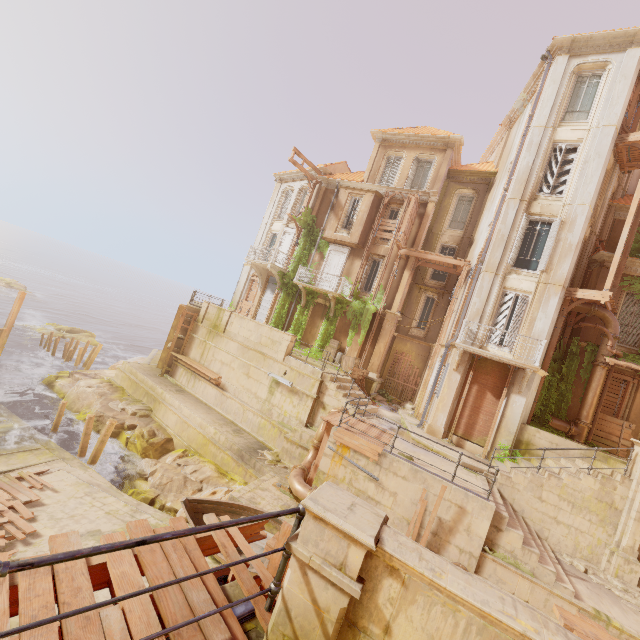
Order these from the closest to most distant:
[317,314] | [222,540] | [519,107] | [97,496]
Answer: [222,540]
[97,496]
[519,107]
[317,314]

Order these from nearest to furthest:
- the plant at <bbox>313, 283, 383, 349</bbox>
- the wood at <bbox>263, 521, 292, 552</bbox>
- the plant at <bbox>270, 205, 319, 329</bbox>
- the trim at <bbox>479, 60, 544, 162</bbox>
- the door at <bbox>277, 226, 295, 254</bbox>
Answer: the wood at <bbox>263, 521, 292, 552</bbox> < the trim at <bbox>479, 60, 544, 162</bbox> < the plant at <bbox>313, 283, 383, 349</bbox> < the plant at <bbox>270, 205, 319, 329</bbox> < the door at <bbox>277, 226, 295, 254</bbox>

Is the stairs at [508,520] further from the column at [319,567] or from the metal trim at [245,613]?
the metal trim at [245,613]

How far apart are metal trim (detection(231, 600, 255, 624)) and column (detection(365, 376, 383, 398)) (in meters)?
17.20

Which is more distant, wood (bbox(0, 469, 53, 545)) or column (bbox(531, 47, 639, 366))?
column (bbox(531, 47, 639, 366))

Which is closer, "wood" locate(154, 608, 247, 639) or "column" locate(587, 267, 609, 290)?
"wood" locate(154, 608, 247, 639)

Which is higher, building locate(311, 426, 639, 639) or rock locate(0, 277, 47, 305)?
building locate(311, 426, 639, 639)

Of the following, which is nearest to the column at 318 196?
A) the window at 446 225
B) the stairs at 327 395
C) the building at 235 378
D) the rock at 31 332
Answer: the building at 235 378
